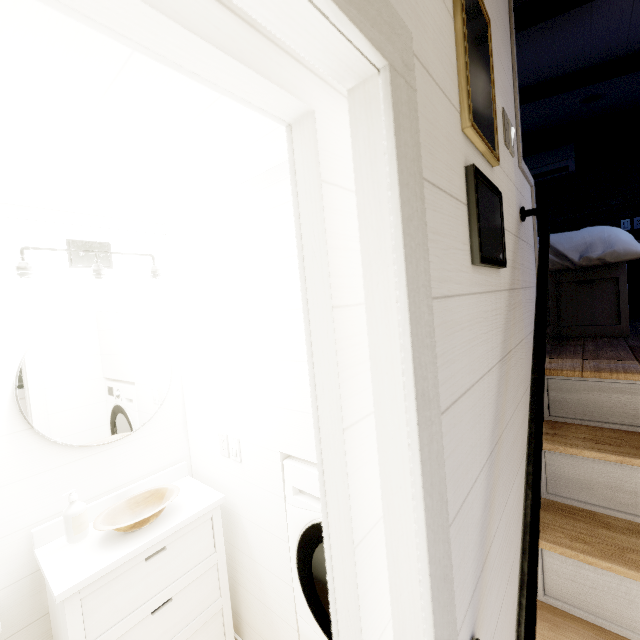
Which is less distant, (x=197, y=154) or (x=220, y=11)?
(x=220, y=11)
